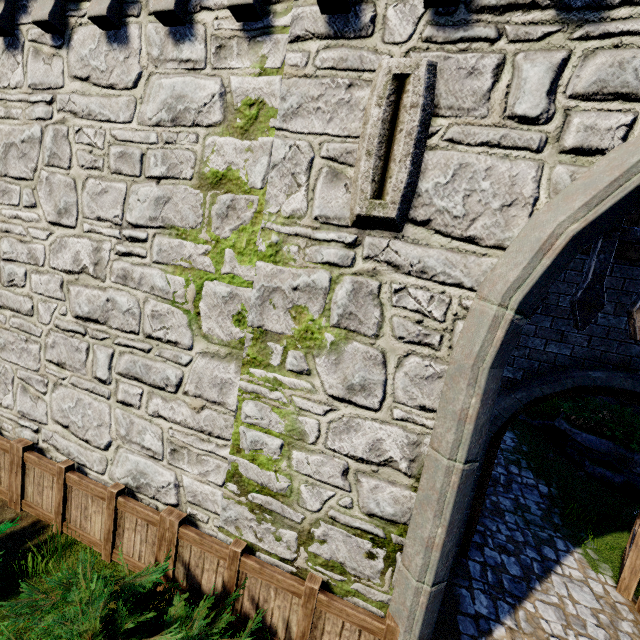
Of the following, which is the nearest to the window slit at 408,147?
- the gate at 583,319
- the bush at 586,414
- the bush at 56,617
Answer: the gate at 583,319

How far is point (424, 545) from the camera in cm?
316

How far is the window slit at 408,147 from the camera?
2.9m

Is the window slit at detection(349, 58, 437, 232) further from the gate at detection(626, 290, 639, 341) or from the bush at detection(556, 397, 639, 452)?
the bush at detection(556, 397, 639, 452)

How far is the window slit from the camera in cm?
291

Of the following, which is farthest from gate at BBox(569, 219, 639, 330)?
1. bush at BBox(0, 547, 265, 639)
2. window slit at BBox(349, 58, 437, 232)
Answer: bush at BBox(0, 547, 265, 639)

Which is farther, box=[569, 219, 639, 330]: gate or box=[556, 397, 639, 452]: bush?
box=[556, 397, 639, 452]: bush

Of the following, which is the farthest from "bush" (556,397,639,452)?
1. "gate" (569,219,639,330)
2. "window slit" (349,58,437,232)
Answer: "window slit" (349,58,437,232)
